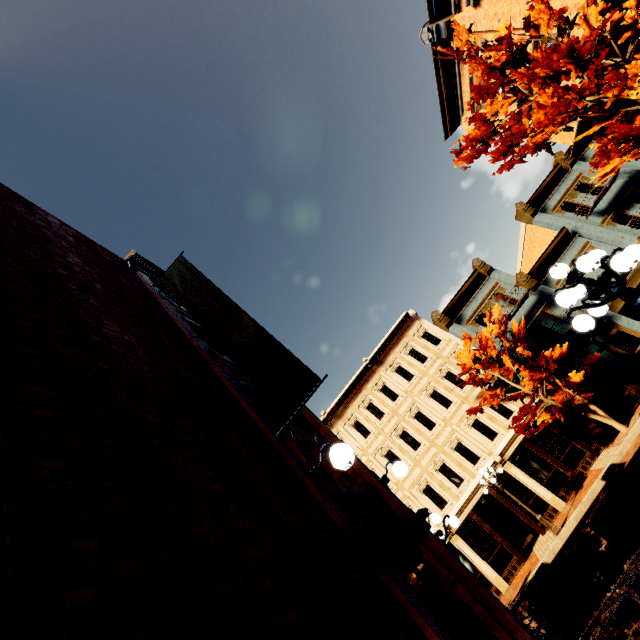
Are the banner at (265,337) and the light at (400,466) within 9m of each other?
yes

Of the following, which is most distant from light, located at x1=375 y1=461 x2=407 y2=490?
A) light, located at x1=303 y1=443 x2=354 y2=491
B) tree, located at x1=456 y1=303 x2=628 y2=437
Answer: tree, located at x1=456 y1=303 x2=628 y2=437

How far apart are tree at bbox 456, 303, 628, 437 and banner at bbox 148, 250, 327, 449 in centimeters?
1674cm

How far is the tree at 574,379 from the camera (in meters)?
15.79

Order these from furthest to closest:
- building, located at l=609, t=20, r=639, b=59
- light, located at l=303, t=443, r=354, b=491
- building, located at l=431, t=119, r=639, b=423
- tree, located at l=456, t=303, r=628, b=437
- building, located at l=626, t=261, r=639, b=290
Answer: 1. building, located at l=626, t=261, r=639, b=290
2. building, located at l=431, t=119, r=639, b=423
3. tree, located at l=456, t=303, r=628, b=437
4. building, located at l=609, t=20, r=639, b=59
5. light, located at l=303, t=443, r=354, b=491

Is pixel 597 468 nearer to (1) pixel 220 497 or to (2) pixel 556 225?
(2) pixel 556 225

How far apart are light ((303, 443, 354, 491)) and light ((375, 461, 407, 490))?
2.7 meters

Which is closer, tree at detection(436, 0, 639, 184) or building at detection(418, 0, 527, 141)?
tree at detection(436, 0, 639, 184)
